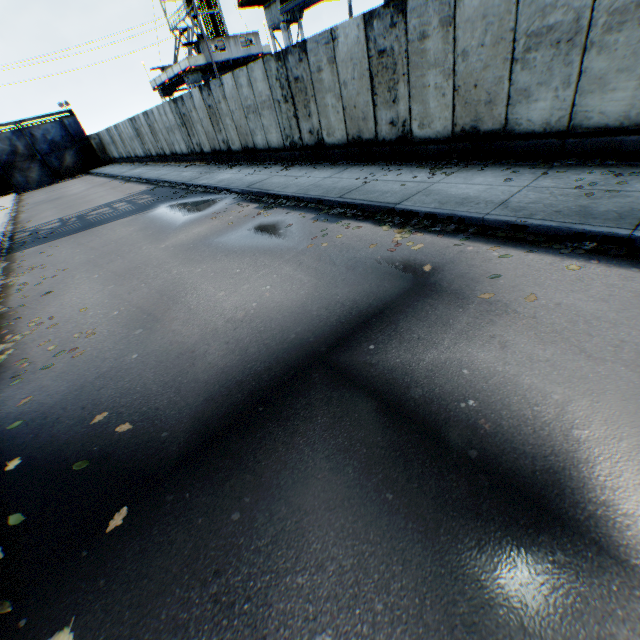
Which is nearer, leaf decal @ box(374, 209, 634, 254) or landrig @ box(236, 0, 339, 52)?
leaf decal @ box(374, 209, 634, 254)

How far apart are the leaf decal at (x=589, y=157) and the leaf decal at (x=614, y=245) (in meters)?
1.92

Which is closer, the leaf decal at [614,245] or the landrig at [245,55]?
the leaf decal at [614,245]

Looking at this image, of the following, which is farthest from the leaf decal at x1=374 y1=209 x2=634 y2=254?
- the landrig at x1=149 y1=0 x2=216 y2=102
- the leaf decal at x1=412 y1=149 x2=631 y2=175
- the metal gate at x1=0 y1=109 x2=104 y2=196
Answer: the metal gate at x1=0 y1=109 x2=104 y2=196

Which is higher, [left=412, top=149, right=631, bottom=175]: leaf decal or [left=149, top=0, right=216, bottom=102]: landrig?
[left=149, top=0, right=216, bottom=102]: landrig

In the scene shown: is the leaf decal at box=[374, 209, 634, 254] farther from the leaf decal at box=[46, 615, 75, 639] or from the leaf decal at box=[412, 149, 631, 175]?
the leaf decal at box=[46, 615, 75, 639]

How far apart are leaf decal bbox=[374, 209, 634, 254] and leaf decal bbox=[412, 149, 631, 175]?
1.92m

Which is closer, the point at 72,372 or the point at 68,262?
the point at 72,372
